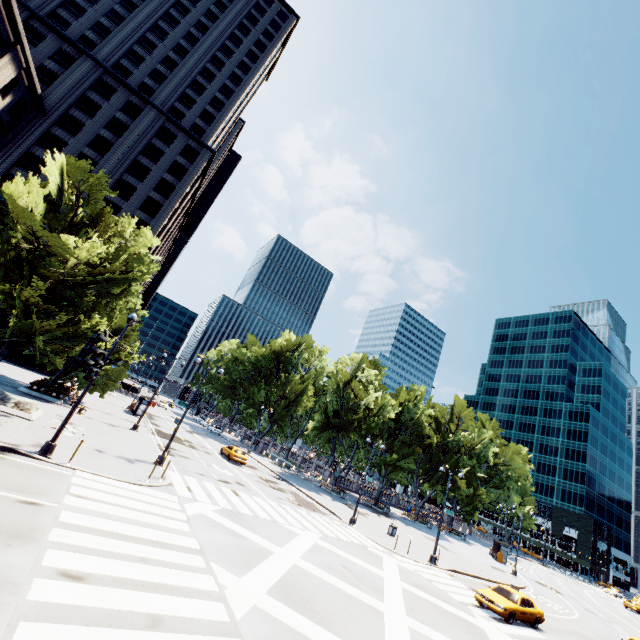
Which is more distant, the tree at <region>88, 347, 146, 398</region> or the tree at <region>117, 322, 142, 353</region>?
the tree at <region>88, 347, 146, 398</region>

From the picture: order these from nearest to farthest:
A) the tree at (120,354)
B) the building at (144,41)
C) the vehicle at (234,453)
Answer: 1. the tree at (120,354)
2. the vehicle at (234,453)
3. the building at (144,41)

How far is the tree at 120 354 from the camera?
30.7m

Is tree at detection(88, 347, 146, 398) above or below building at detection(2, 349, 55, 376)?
above

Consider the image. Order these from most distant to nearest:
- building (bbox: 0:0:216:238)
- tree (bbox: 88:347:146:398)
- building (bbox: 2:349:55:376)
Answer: building (bbox: 0:0:216:238) → building (bbox: 2:349:55:376) → tree (bbox: 88:347:146:398)

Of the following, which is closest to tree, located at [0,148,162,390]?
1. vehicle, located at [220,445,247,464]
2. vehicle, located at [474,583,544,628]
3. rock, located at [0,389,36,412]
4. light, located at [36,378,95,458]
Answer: rock, located at [0,389,36,412]

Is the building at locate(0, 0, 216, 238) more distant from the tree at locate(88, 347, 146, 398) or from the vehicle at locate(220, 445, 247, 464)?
the vehicle at locate(220, 445, 247, 464)

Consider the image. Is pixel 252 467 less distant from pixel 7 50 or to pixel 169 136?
pixel 7 50
